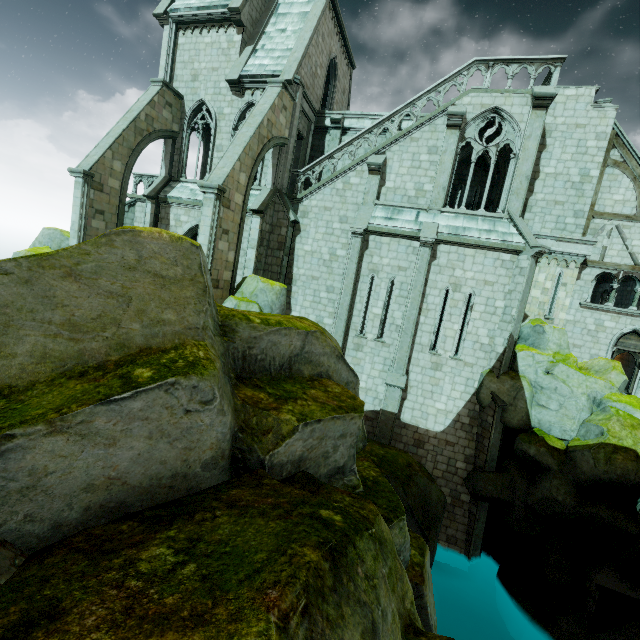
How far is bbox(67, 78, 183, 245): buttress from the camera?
14.47m

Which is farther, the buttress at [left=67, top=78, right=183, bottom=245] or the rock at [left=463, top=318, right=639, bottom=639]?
the buttress at [left=67, top=78, right=183, bottom=245]

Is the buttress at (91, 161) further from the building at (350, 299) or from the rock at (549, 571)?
the rock at (549, 571)

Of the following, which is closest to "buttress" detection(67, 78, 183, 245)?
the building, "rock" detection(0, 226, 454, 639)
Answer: the building

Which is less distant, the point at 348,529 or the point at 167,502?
the point at 348,529

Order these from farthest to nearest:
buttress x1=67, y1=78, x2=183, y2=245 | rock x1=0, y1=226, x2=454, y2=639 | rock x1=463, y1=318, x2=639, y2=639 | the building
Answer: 1. buttress x1=67, y1=78, x2=183, y2=245
2. the building
3. rock x1=463, y1=318, x2=639, y2=639
4. rock x1=0, y1=226, x2=454, y2=639

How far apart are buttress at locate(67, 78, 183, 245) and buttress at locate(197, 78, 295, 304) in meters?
5.9 m

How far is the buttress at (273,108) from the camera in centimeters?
1249cm
